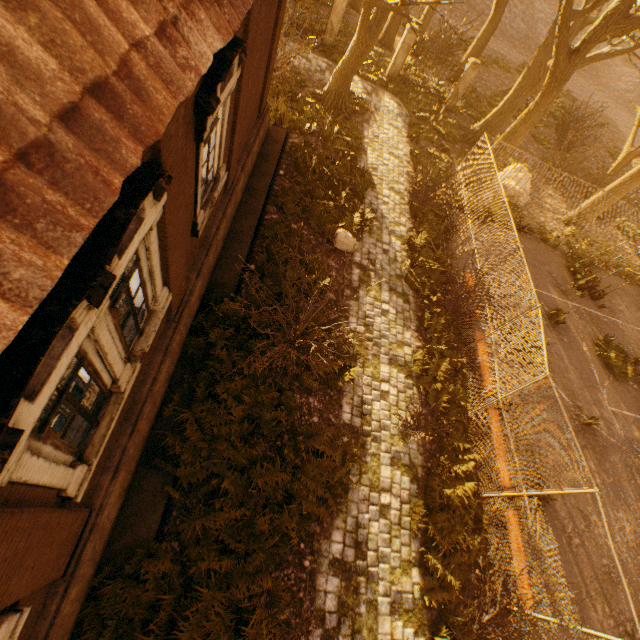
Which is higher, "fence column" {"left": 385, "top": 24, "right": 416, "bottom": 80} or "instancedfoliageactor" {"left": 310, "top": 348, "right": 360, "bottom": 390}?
"fence column" {"left": 385, "top": 24, "right": 416, "bottom": 80}

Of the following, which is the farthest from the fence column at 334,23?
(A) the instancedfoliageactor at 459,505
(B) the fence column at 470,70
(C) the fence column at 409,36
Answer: (A) the instancedfoliageactor at 459,505

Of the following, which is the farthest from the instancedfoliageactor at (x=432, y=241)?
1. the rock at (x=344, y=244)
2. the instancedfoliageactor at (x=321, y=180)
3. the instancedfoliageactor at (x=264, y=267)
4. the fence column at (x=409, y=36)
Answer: the fence column at (x=409, y=36)

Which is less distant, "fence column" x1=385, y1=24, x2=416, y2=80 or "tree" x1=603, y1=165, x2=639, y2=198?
"tree" x1=603, y1=165, x2=639, y2=198

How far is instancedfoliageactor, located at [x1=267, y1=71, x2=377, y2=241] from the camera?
10.76m

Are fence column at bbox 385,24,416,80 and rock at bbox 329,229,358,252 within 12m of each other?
no

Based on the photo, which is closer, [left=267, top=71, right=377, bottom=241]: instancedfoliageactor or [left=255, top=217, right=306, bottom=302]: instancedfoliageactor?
[left=255, top=217, right=306, bottom=302]: instancedfoliageactor

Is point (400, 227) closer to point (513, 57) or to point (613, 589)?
point (613, 589)
